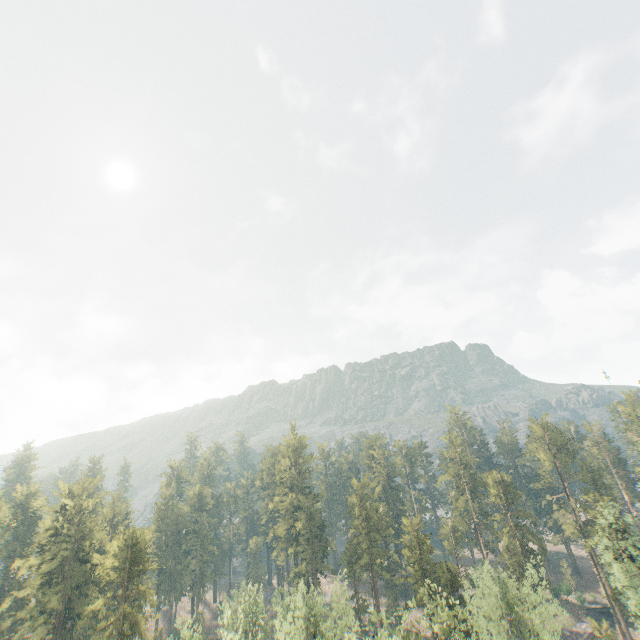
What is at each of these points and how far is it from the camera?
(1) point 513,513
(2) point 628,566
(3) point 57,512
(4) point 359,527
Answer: (1) foliage, 58.12m
(2) foliage, 41.75m
(3) foliage, 56.25m
(4) foliage, 58.31m

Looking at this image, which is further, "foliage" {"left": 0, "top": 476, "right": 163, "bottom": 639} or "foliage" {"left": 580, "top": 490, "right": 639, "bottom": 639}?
"foliage" {"left": 0, "top": 476, "right": 163, "bottom": 639}

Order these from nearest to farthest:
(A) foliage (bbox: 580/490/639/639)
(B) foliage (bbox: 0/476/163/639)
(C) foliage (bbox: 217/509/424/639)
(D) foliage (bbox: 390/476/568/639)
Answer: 1. (D) foliage (bbox: 390/476/568/639)
2. (C) foliage (bbox: 217/509/424/639)
3. (A) foliage (bbox: 580/490/639/639)
4. (B) foliage (bbox: 0/476/163/639)

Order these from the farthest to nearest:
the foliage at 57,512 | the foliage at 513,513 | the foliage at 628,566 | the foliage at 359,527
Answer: the foliage at 57,512
the foliage at 628,566
the foliage at 359,527
the foliage at 513,513

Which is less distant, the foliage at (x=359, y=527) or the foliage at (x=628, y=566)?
the foliage at (x=359, y=527)
